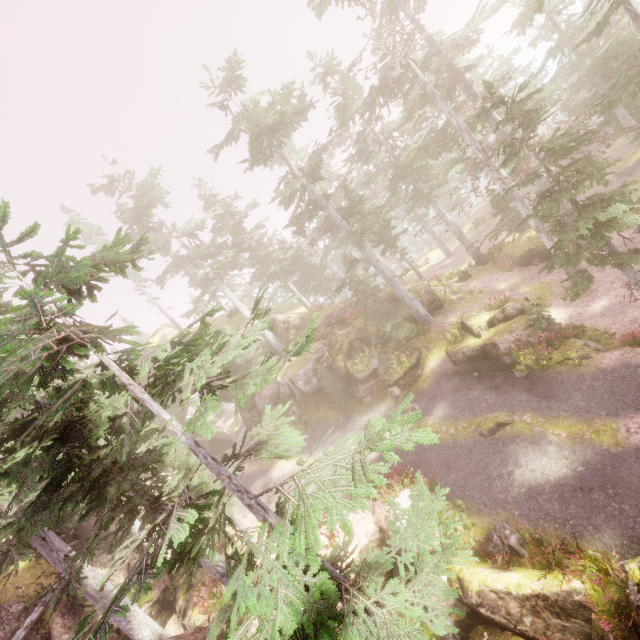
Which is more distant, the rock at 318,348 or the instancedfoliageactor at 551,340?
the rock at 318,348

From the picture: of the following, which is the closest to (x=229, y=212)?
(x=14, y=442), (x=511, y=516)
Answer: (x=14, y=442)

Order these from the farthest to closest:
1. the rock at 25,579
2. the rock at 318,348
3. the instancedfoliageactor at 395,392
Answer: the rock at 318,348 → the instancedfoliageactor at 395,392 → the rock at 25,579

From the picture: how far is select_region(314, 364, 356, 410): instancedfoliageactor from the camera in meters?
22.2 m

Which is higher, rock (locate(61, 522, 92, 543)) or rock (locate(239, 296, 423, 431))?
rock (locate(61, 522, 92, 543))

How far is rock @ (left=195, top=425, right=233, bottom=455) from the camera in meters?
40.6 m

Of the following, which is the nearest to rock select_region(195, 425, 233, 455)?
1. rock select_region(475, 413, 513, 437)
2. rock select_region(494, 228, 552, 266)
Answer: rock select_region(475, 413, 513, 437)
